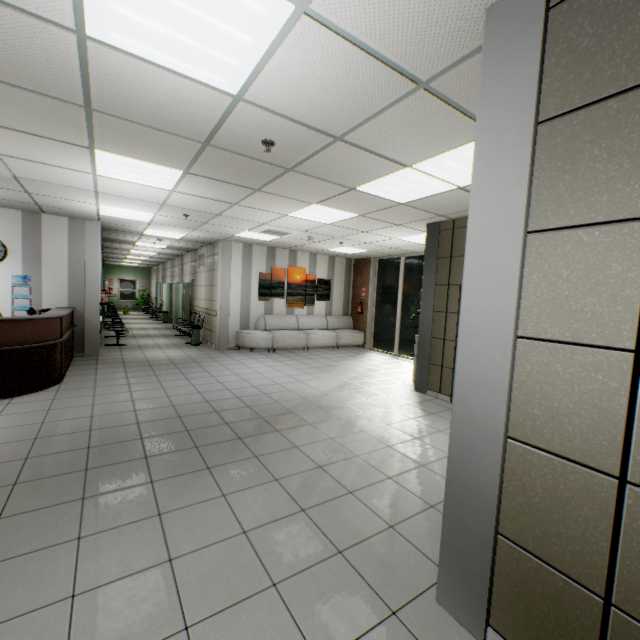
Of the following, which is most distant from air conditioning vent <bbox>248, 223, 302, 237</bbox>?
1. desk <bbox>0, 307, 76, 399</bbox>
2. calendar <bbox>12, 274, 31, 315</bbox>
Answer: calendar <bbox>12, 274, 31, 315</bbox>

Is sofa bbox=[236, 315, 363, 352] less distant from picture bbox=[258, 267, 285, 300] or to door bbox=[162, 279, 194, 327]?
picture bbox=[258, 267, 285, 300]

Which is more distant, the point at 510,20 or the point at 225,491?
the point at 225,491

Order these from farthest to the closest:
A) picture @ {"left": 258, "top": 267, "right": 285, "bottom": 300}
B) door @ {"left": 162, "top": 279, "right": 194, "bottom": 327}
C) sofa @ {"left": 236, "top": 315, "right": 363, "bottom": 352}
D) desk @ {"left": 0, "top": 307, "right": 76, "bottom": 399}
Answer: door @ {"left": 162, "top": 279, "right": 194, "bottom": 327} → picture @ {"left": 258, "top": 267, "right": 285, "bottom": 300} → sofa @ {"left": 236, "top": 315, "right": 363, "bottom": 352} → desk @ {"left": 0, "top": 307, "right": 76, "bottom": 399}

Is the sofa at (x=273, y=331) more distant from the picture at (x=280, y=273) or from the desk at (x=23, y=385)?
the desk at (x=23, y=385)

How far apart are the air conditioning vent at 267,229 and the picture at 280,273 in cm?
210

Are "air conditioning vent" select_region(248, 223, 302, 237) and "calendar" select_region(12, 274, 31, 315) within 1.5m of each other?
no

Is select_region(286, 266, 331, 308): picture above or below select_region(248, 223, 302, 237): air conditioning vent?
below
